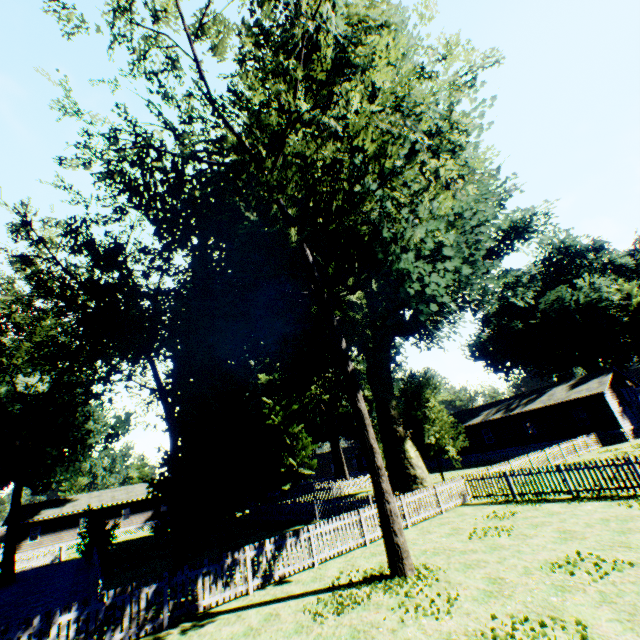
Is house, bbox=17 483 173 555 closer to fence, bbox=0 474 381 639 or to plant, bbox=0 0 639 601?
fence, bbox=0 474 381 639

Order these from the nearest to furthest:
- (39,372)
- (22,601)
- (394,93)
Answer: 1. (394,93)
2. (22,601)
3. (39,372)

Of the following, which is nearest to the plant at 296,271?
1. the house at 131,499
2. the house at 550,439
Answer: the house at 550,439

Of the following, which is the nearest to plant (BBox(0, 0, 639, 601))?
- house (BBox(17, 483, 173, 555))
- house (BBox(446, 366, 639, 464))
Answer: house (BBox(446, 366, 639, 464))

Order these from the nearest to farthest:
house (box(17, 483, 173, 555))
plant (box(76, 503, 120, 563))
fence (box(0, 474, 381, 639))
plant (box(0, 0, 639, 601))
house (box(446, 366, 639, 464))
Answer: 1. fence (box(0, 474, 381, 639))
2. plant (box(0, 0, 639, 601))
3. plant (box(76, 503, 120, 563))
4. house (box(446, 366, 639, 464))
5. house (box(17, 483, 173, 555))

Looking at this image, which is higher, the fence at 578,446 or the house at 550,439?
the house at 550,439

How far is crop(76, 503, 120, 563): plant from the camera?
23.4 meters
